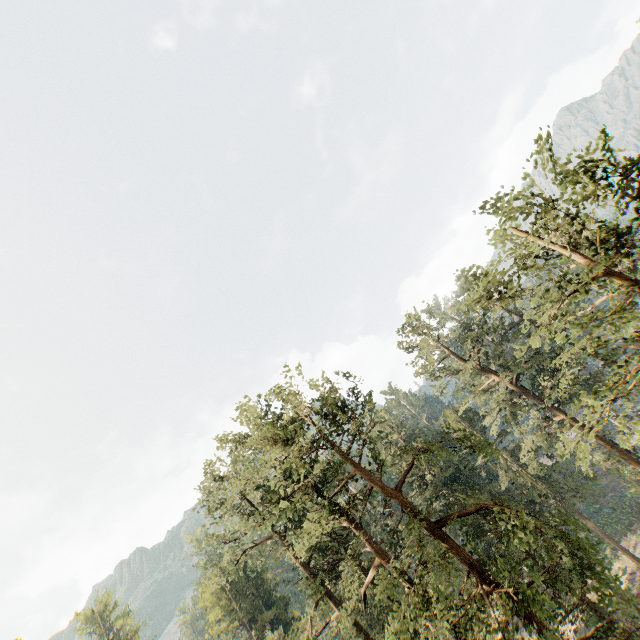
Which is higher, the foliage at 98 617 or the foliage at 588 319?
the foliage at 98 617

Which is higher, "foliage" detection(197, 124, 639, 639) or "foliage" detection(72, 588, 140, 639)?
"foliage" detection(72, 588, 140, 639)

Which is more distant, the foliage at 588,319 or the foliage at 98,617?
the foliage at 98,617

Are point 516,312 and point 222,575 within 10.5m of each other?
no

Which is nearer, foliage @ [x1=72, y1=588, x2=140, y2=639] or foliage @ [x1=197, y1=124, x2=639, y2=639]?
foliage @ [x1=197, y1=124, x2=639, y2=639]
